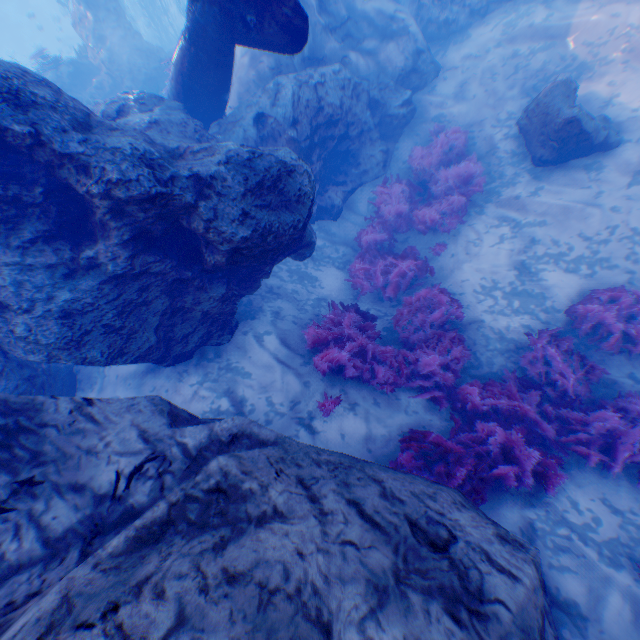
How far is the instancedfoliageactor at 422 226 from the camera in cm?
808

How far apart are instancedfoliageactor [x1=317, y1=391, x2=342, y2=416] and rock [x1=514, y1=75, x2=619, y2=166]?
7.2 meters

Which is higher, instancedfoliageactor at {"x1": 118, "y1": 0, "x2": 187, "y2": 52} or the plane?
the plane

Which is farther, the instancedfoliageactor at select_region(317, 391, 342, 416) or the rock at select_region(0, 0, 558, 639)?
the instancedfoliageactor at select_region(317, 391, 342, 416)

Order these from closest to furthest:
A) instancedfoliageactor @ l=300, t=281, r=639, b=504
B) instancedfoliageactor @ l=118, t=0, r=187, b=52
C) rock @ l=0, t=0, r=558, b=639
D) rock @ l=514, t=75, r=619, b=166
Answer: rock @ l=0, t=0, r=558, b=639, instancedfoliageactor @ l=300, t=281, r=639, b=504, rock @ l=514, t=75, r=619, b=166, instancedfoliageactor @ l=118, t=0, r=187, b=52

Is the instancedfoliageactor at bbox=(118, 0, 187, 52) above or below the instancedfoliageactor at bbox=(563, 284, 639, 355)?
above

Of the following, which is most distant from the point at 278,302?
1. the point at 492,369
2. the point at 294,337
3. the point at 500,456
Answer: the point at 500,456

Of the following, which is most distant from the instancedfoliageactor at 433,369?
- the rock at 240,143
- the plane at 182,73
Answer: the plane at 182,73
